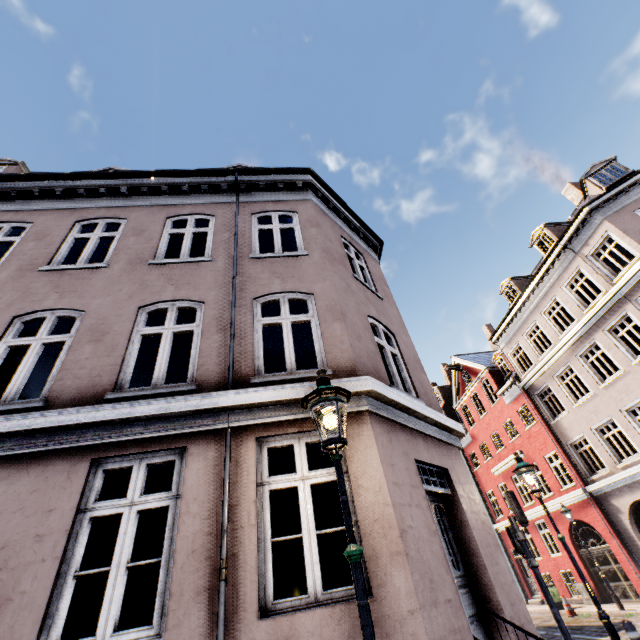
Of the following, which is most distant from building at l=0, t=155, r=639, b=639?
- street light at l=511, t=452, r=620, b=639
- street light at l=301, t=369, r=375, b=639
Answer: street light at l=511, t=452, r=620, b=639

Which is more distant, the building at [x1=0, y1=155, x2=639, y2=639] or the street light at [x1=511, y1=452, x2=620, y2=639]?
the street light at [x1=511, y1=452, x2=620, y2=639]

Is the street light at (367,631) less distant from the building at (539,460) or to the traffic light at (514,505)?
the building at (539,460)

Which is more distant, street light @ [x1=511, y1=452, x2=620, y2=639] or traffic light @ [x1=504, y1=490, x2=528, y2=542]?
traffic light @ [x1=504, y1=490, x2=528, y2=542]

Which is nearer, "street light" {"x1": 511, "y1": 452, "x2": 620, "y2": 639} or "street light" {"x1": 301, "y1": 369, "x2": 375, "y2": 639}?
"street light" {"x1": 301, "y1": 369, "x2": 375, "y2": 639}

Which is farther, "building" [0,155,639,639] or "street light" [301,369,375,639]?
"building" [0,155,639,639]

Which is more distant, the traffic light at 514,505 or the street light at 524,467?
the traffic light at 514,505

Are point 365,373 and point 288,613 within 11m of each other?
yes
